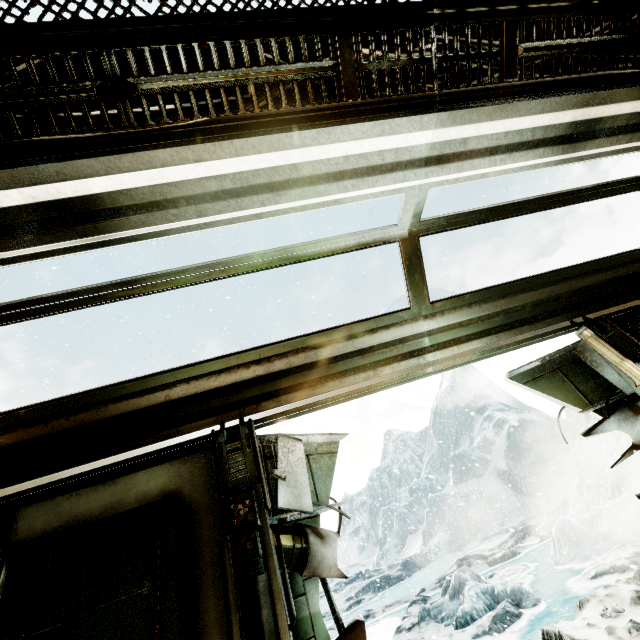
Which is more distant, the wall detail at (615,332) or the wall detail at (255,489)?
the wall detail at (615,332)

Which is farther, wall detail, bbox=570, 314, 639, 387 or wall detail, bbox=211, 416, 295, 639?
wall detail, bbox=570, 314, 639, 387

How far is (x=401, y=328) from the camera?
2.8m
